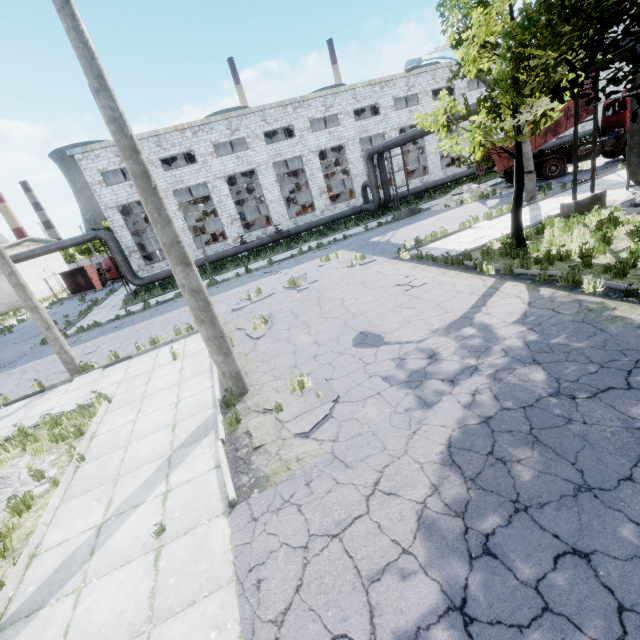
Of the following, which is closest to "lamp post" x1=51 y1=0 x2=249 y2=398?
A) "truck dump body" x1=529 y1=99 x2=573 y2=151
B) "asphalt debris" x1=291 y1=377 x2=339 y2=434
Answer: "asphalt debris" x1=291 y1=377 x2=339 y2=434

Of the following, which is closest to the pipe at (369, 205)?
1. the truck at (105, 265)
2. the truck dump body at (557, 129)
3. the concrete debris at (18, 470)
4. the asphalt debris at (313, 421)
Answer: the truck dump body at (557, 129)

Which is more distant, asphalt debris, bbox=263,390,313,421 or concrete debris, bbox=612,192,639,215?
concrete debris, bbox=612,192,639,215

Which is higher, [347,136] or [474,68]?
[347,136]

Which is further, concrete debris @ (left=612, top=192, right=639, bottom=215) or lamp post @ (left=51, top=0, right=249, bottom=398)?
concrete debris @ (left=612, top=192, right=639, bottom=215)

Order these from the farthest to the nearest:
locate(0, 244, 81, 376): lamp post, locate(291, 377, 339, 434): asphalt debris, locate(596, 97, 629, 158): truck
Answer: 1. locate(596, 97, 629, 158): truck
2. locate(0, 244, 81, 376): lamp post
3. locate(291, 377, 339, 434): asphalt debris

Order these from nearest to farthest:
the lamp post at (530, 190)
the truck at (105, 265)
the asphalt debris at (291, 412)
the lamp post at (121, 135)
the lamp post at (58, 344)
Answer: the lamp post at (121, 135), the asphalt debris at (291, 412), the lamp post at (58, 344), the lamp post at (530, 190), the truck at (105, 265)

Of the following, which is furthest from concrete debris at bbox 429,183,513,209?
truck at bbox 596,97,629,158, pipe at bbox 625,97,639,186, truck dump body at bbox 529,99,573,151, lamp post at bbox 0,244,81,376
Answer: lamp post at bbox 0,244,81,376
